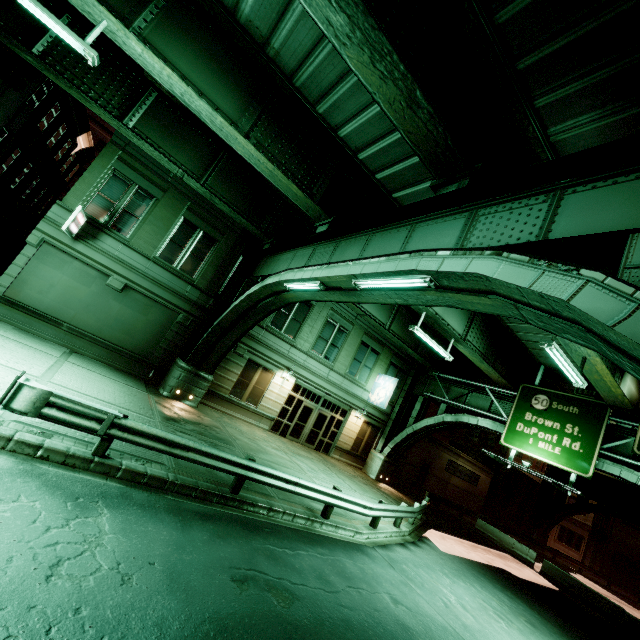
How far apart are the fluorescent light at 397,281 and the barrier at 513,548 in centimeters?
2559cm

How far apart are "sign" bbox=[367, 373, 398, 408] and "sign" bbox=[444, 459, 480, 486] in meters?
12.3 m

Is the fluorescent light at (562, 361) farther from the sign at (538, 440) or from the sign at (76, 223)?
the sign at (76, 223)

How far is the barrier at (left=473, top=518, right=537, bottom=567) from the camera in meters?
22.5

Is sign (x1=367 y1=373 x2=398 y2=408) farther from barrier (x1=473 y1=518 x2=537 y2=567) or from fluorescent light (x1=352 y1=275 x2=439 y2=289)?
fluorescent light (x1=352 y1=275 x2=439 y2=289)

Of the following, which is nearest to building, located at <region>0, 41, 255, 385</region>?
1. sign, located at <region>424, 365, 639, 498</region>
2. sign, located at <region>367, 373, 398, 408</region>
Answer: sign, located at <region>367, 373, 398, 408</region>

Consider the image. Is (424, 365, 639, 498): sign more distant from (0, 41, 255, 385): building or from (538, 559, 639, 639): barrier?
(0, 41, 255, 385): building

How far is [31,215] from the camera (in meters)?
A: 22.88
